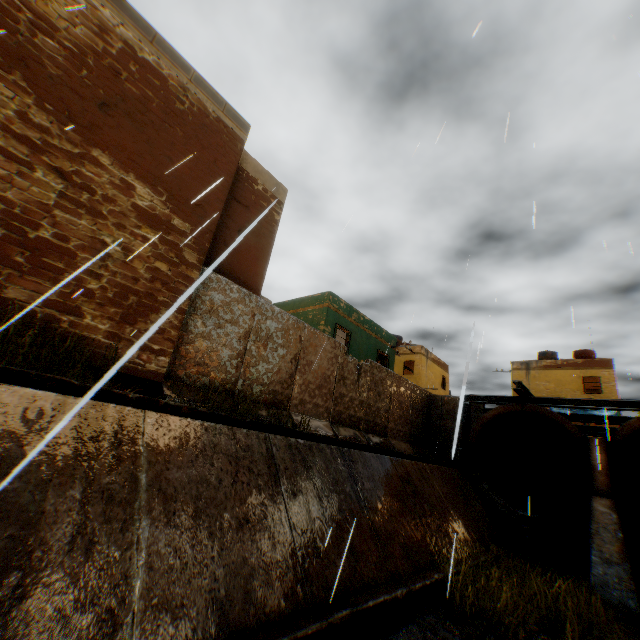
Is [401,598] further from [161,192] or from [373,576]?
[161,192]

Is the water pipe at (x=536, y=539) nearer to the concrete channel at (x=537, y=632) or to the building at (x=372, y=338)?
the concrete channel at (x=537, y=632)

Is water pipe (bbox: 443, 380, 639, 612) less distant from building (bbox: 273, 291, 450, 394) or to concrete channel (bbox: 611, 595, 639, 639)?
concrete channel (bbox: 611, 595, 639, 639)

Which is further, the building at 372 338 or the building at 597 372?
the building at 597 372

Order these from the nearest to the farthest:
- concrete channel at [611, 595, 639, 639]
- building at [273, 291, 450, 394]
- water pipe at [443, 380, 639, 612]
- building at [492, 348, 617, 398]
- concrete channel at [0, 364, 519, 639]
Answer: concrete channel at [0, 364, 519, 639], concrete channel at [611, 595, 639, 639], water pipe at [443, 380, 639, 612], building at [273, 291, 450, 394], building at [492, 348, 617, 398]

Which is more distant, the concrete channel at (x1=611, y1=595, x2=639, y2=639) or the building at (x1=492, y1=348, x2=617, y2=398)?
the building at (x1=492, y1=348, x2=617, y2=398)

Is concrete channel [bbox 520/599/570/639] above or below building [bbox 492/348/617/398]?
below
